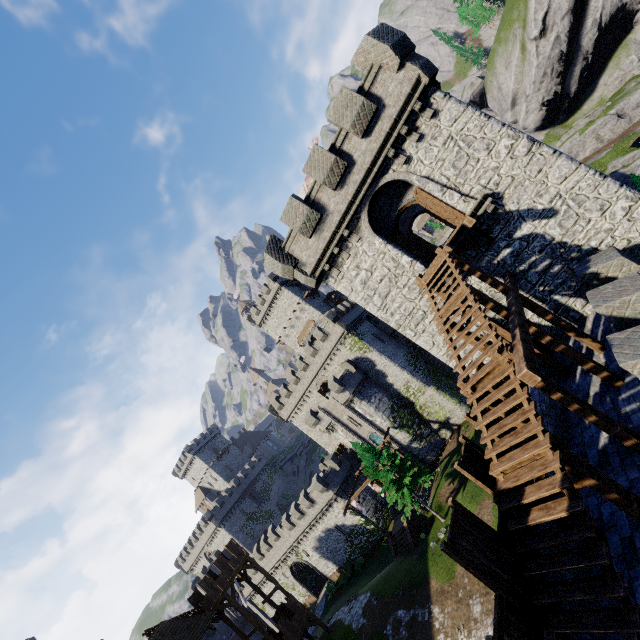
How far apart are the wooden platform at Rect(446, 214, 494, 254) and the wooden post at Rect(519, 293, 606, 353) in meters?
2.6

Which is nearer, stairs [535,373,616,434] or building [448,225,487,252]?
stairs [535,373,616,434]

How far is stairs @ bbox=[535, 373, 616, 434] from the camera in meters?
7.8

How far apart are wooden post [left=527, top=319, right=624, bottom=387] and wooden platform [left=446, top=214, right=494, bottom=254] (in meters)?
3.30

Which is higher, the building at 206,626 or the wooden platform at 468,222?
the wooden platform at 468,222

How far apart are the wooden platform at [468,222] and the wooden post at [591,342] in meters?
2.6 m

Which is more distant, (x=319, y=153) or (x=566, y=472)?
(x=319, y=153)

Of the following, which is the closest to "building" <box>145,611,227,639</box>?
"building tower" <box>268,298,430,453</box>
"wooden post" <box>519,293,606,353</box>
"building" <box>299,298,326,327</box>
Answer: "building tower" <box>268,298,430,453</box>
